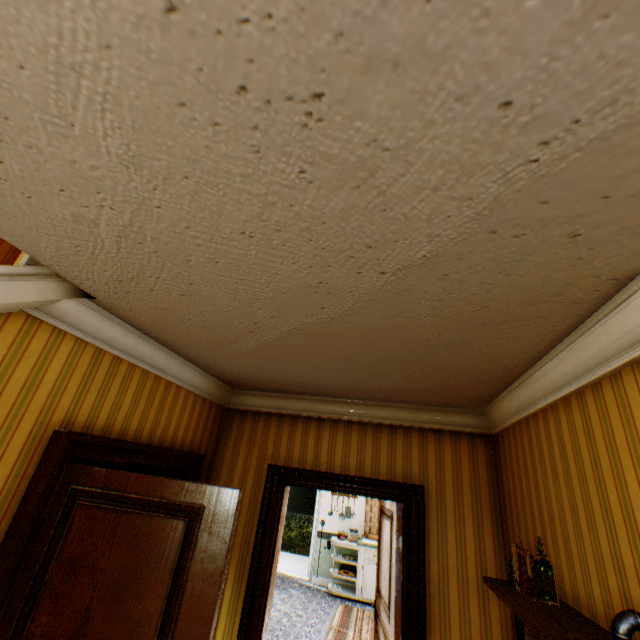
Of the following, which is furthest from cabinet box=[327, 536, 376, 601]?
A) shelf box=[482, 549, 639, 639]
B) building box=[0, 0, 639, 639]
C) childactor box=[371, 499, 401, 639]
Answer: shelf box=[482, 549, 639, 639]

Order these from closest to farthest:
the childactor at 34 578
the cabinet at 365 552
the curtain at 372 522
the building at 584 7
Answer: the building at 584 7, the childactor at 34 578, the cabinet at 365 552, the curtain at 372 522

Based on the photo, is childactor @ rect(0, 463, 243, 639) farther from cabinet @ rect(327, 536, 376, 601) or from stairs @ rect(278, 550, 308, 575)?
stairs @ rect(278, 550, 308, 575)

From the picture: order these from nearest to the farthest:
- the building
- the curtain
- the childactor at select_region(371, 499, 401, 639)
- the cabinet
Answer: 1. the building
2. the childactor at select_region(371, 499, 401, 639)
3. the cabinet
4. the curtain

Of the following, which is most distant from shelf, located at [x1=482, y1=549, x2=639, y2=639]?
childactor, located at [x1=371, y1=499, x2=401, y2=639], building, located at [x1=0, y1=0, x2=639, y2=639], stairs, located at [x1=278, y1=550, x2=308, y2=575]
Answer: stairs, located at [x1=278, y1=550, x2=308, y2=575]

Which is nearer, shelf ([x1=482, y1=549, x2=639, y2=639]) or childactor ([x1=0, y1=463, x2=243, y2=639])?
shelf ([x1=482, y1=549, x2=639, y2=639])

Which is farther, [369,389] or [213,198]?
[369,389]

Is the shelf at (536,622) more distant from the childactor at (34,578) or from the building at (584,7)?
the childactor at (34,578)
